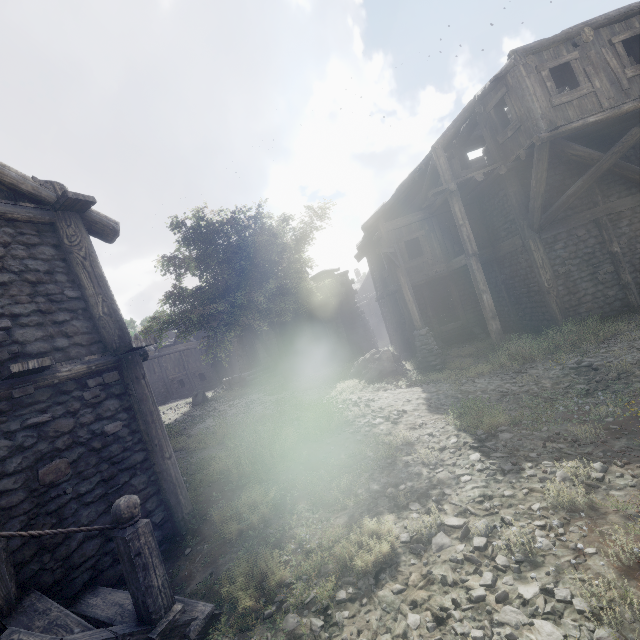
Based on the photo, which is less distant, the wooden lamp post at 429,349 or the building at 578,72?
the building at 578,72

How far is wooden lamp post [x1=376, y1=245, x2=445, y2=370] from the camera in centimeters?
1245cm

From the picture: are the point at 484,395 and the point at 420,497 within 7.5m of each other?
yes

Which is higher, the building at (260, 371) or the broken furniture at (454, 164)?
the broken furniture at (454, 164)

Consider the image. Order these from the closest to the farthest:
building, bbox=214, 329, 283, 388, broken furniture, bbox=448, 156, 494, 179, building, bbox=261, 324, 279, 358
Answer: broken furniture, bbox=448, 156, 494, 179 < building, bbox=214, 329, 283, 388 < building, bbox=261, 324, 279, 358

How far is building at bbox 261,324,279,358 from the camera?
25.1m

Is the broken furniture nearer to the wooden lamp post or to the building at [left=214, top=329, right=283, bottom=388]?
the building at [left=214, top=329, right=283, bottom=388]

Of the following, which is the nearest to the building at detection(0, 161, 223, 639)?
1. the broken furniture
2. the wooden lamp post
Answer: the broken furniture
